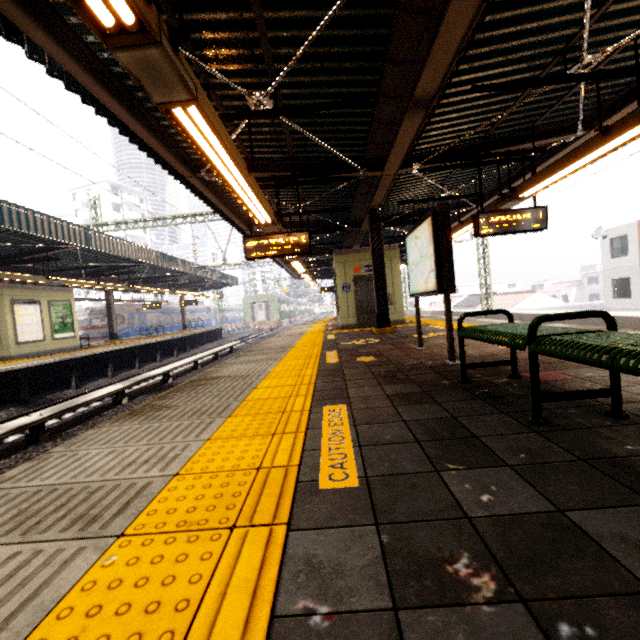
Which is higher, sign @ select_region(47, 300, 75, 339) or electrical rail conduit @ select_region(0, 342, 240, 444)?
sign @ select_region(47, 300, 75, 339)

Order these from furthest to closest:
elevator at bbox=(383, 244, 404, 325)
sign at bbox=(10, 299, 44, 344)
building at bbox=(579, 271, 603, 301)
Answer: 1. building at bbox=(579, 271, 603, 301)
2. sign at bbox=(10, 299, 44, 344)
3. elevator at bbox=(383, 244, 404, 325)

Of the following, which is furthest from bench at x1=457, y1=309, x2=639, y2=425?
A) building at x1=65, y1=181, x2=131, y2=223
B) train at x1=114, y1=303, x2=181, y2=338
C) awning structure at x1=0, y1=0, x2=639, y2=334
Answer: building at x1=65, y1=181, x2=131, y2=223

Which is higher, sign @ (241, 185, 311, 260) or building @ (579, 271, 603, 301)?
sign @ (241, 185, 311, 260)

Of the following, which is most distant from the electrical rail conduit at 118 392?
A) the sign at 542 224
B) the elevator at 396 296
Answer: the sign at 542 224

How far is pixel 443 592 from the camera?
1.0m

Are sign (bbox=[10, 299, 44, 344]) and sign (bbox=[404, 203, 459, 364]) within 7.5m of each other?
no

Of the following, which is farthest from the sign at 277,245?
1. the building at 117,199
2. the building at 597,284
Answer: the building at 117,199
